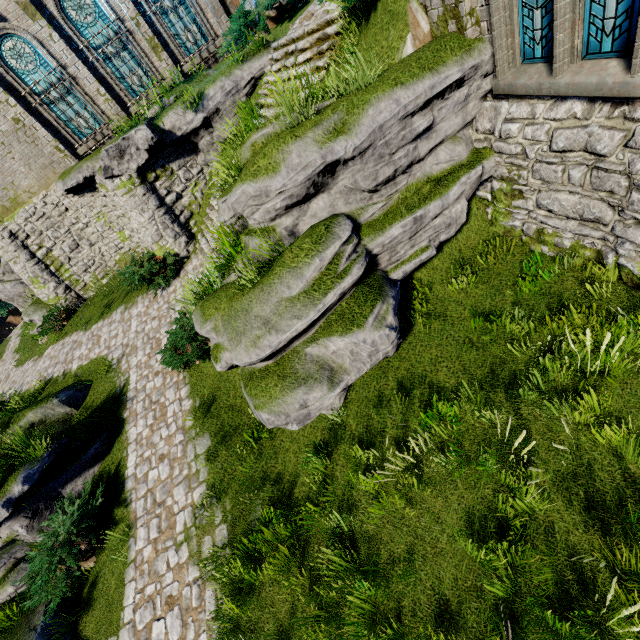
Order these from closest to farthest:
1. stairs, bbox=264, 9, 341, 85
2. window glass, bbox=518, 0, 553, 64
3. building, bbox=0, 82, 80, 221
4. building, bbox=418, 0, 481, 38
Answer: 1. window glass, bbox=518, 0, 553, 64
2. building, bbox=418, 0, 481, 38
3. stairs, bbox=264, 9, 341, 85
4. building, bbox=0, 82, 80, 221

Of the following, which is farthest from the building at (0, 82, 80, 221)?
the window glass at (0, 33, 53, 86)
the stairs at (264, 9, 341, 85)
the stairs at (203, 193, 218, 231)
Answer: the stairs at (203, 193, 218, 231)

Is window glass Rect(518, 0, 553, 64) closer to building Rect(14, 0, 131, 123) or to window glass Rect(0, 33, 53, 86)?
building Rect(14, 0, 131, 123)

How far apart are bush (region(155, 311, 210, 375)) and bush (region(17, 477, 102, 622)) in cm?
327

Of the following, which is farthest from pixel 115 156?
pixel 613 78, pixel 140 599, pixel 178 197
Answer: pixel 613 78

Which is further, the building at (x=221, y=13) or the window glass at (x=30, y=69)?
the building at (x=221, y=13)

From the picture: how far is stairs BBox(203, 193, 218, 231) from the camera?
11.3m

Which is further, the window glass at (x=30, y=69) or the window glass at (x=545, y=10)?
the window glass at (x=30, y=69)
